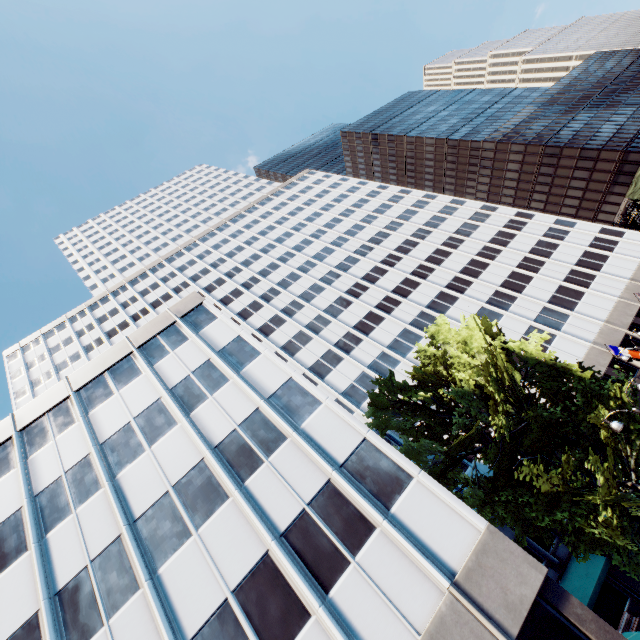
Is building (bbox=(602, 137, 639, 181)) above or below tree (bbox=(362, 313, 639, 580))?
above

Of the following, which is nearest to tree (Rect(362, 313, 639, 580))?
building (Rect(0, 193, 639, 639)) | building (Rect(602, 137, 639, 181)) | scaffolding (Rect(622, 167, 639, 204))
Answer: building (Rect(0, 193, 639, 639))

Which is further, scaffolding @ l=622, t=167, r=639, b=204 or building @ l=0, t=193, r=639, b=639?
scaffolding @ l=622, t=167, r=639, b=204

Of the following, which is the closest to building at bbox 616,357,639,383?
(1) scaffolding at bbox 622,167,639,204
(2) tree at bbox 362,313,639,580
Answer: (2) tree at bbox 362,313,639,580

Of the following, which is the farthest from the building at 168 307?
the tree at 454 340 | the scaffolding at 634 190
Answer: the scaffolding at 634 190

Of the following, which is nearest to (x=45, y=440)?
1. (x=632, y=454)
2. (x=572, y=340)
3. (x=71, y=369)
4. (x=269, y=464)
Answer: (x=269, y=464)

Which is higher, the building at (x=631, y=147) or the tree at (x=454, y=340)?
the building at (x=631, y=147)
